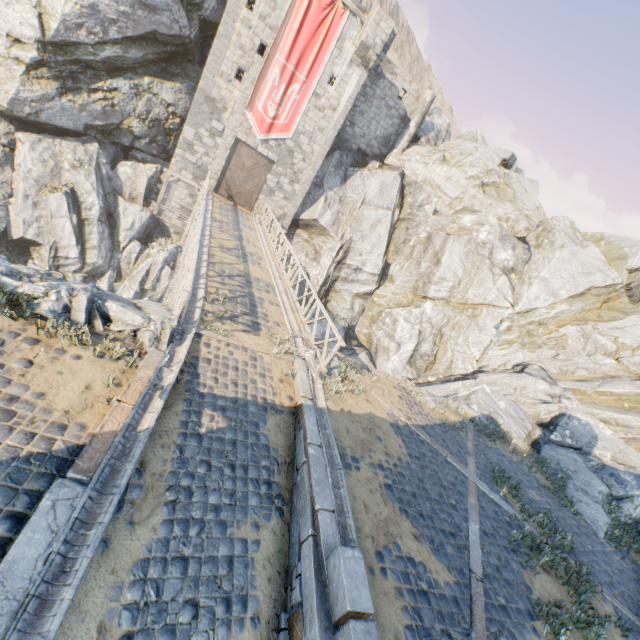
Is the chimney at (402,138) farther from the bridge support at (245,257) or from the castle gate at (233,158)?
the bridge support at (245,257)

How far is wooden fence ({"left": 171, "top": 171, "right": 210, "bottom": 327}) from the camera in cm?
731

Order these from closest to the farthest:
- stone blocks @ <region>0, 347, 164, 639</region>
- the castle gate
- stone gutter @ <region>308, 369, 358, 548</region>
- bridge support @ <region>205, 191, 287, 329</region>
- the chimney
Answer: stone blocks @ <region>0, 347, 164, 639</region>, stone gutter @ <region>308, 369, 358, 548</region>, bridge support @ <region>205, 191, 287, 329</region>, the castle gate, the chimney

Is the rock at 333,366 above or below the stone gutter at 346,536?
above

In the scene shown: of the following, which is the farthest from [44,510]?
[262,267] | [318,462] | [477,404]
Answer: [477,404]

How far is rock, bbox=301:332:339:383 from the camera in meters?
9.4

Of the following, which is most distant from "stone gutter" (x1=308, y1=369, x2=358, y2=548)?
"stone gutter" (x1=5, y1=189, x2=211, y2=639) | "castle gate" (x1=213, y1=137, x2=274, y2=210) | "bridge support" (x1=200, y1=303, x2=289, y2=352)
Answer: "castle gate" (x1=213, y1=137, x2=274, y2=210)

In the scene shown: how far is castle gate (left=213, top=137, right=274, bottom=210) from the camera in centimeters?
2223cm
